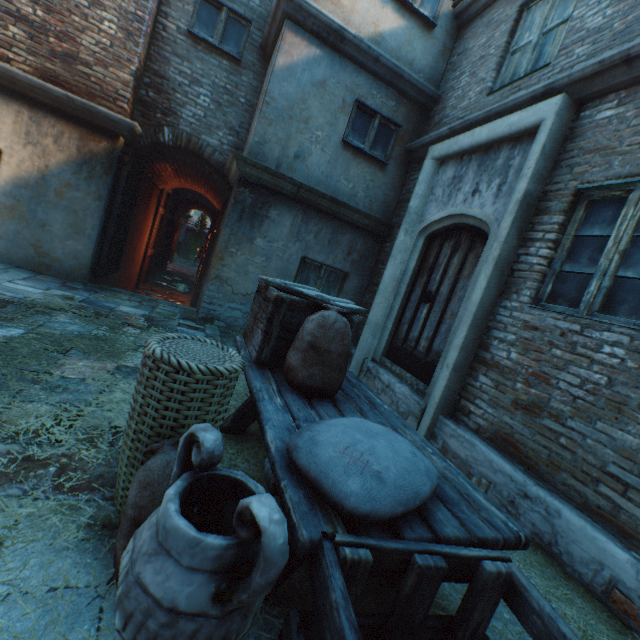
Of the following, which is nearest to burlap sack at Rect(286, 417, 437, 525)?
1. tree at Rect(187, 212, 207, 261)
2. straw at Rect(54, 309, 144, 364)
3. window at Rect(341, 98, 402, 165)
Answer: straw at Rect(54, 309, 144, 364)

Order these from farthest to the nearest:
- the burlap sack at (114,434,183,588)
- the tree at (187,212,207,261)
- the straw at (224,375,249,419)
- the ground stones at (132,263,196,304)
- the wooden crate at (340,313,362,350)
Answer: the tree at (187,212,207,261)
the ground stones at (132,263,196,304)
the straw at (224,375,249,419)
the wooden crate at (340,313,362,350)
the burlap sack at (114,434,183,588)

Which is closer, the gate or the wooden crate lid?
the wooden crate lid

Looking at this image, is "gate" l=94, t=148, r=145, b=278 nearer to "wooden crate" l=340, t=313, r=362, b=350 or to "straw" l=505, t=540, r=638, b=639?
"straw" l=505, t=540, r=638, b=639

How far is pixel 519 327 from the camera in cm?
346

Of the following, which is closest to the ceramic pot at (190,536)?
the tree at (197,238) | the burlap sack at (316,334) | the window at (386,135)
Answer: the burlap sack at (316,334)

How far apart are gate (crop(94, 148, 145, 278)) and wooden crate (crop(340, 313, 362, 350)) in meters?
4.7 m

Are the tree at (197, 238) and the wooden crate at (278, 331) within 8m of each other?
no
